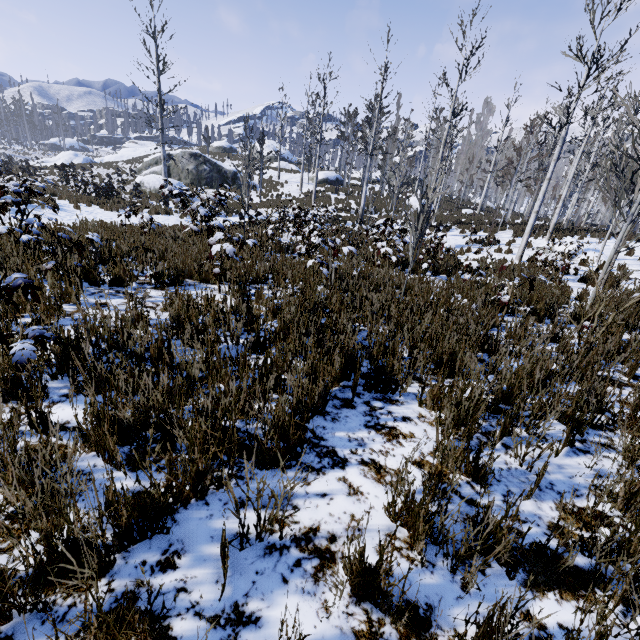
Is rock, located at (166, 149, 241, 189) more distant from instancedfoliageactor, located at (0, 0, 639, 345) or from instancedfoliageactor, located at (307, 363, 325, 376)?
instancedfoliageactor, located at (0, 0, 639, 345)

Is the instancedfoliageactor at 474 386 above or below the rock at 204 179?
below

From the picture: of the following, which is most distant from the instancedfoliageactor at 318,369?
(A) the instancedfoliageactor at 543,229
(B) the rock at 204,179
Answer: (B) the rock at 204,179

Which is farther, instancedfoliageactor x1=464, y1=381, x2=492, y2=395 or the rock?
the rock

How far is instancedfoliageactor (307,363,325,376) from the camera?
2.26m

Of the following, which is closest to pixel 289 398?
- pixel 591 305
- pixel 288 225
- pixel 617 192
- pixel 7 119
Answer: pixel 591 305
